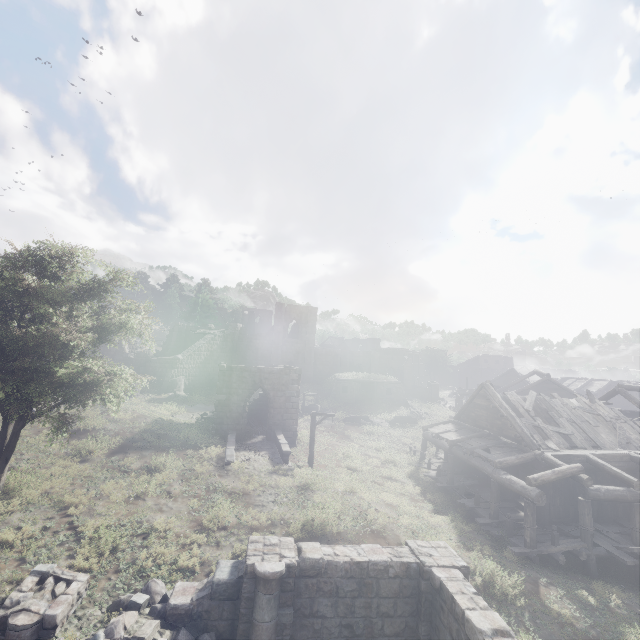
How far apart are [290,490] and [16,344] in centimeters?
1206cm

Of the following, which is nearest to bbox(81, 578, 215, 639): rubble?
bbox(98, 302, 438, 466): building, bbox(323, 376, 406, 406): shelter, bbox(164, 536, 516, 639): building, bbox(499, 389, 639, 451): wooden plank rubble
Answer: bbox(164, 536, 516, 639): building

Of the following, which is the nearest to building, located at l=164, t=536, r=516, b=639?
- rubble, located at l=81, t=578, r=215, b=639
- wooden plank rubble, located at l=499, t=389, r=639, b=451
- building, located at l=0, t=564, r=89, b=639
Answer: rubble, located at l=81, t=578, r=215, b=639

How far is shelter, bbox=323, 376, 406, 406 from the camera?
37.41m

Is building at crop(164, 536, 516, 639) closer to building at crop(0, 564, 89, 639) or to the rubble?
the rubble

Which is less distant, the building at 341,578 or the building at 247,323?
the building at 341,578

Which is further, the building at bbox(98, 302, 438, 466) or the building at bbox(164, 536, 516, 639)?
the building at bbox(98, 302, 438, 466)

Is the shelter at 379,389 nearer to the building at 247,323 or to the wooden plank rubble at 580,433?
the building at 247,323
